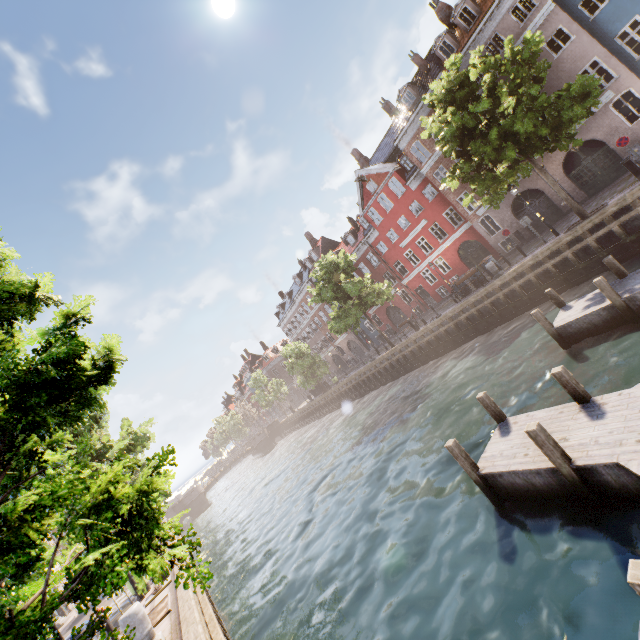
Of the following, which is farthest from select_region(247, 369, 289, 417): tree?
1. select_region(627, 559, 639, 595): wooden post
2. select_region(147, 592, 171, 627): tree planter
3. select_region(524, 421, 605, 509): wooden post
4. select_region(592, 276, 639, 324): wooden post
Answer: select_region(592, 276, 639, 324): wooden post

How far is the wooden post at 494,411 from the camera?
8.48m

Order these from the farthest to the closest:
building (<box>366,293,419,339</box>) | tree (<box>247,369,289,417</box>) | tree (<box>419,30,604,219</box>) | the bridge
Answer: tree (<box>247,369,289,417</box>) < the bridge < building (<box>366,293,419,339</box>) < tree (<box>419,30,604,219</box>)

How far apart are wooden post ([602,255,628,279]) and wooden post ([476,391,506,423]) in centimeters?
705cm

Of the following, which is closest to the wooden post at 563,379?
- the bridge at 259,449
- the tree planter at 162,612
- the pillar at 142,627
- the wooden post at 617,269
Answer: the wooden post at 617,269

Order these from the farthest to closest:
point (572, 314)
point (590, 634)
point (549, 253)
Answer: point (549, 253) < point (572, 314) < point (590, 634)

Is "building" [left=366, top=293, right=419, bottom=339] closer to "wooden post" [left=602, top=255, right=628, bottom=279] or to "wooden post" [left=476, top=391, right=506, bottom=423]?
"wooden post" [left=602, top=255, right=628, bottom=279]

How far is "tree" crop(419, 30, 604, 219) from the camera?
14.2 meters
